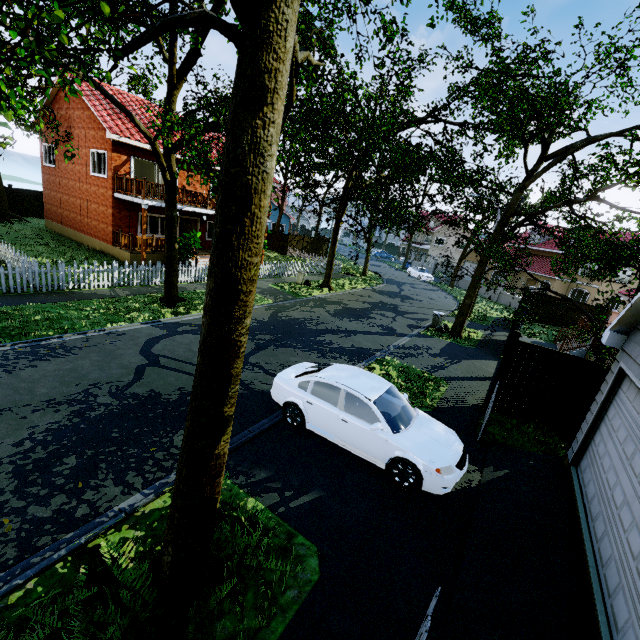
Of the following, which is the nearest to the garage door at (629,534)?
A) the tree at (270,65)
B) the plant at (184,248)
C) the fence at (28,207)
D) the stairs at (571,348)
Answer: the tree at (270,65)

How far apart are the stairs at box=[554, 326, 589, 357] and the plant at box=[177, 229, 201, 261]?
21.0m

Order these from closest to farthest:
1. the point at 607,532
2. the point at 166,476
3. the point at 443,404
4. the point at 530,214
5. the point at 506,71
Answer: the point at 607,532
the point at 166,476
the point at 443,404
the point at 506,71
the point at 530,214

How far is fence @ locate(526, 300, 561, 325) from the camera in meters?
24.8 m

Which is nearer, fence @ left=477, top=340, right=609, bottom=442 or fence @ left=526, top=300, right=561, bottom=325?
fence @ left=477, top=340, right=609, bottom=442

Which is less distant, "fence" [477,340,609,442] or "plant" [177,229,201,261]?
"fence" [477,340,609,442]

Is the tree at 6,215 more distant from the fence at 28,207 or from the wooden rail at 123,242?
the wooden rail at 123,242

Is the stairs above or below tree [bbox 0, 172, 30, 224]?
below
